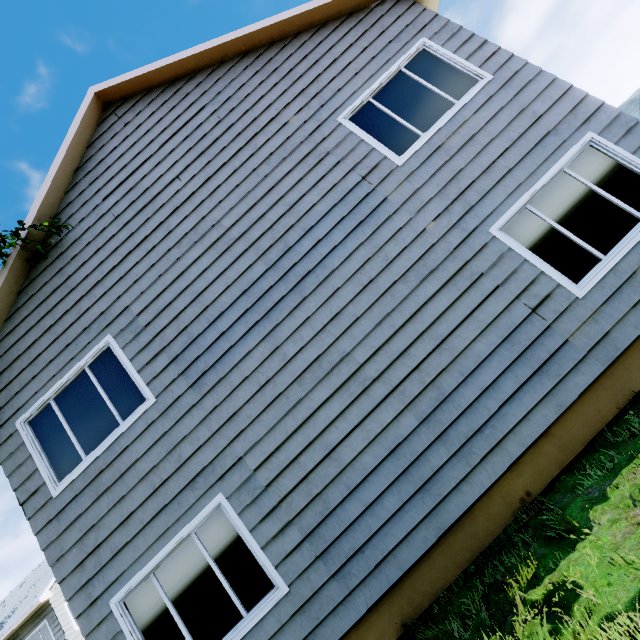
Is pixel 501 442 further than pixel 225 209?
No
